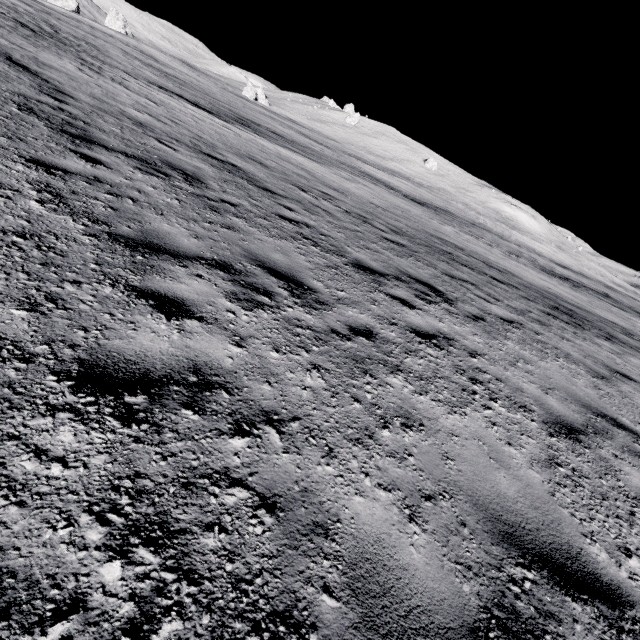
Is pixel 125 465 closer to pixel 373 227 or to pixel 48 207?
pixel 48 207
